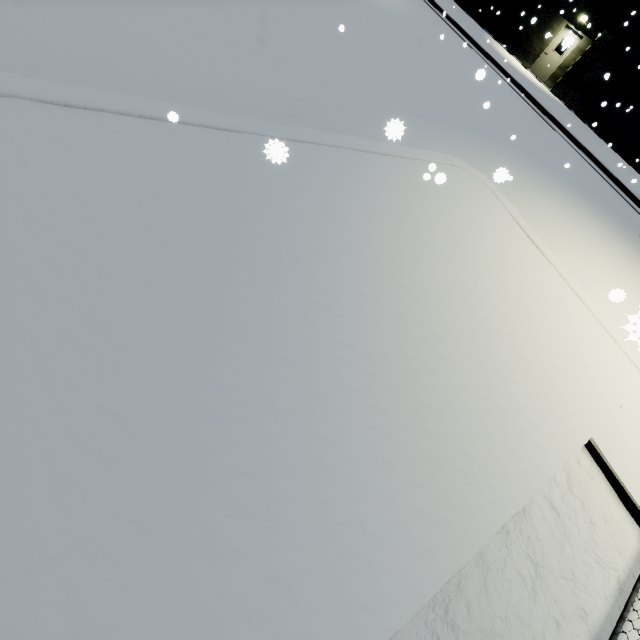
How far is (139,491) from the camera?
1.8m
